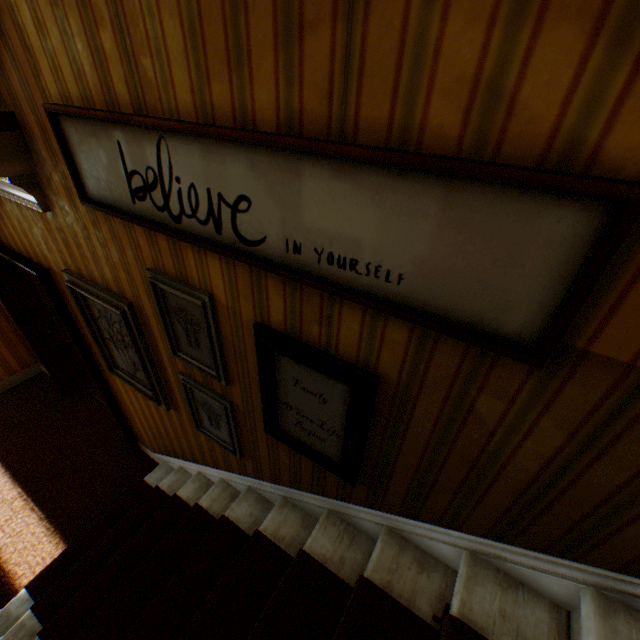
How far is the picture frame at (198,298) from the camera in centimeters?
151cm

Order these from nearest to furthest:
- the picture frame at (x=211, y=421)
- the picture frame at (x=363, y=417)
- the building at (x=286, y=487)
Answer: the building at (x=286, y=487), the picture frame at (x=363, y=417), the picture frame at (x=211, y=421)

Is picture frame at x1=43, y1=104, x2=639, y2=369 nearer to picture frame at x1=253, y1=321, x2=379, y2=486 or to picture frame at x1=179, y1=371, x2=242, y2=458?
picture frame at x1=253, y1=321, x2=379, y2=486

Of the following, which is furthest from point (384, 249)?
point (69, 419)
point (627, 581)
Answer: point (69, 419)

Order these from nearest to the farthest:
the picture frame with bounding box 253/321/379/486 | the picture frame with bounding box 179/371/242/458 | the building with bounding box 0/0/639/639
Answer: the building with bounding box 0/0/639/639
the picture frame with bounding box 253/321/379/486
the picture frame with bounding box 179/371/242/458

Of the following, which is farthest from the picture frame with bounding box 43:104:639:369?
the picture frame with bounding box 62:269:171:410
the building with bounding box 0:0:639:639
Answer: the picture frame with bounding box 62:269:171:410

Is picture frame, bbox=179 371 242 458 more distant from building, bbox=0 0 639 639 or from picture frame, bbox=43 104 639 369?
picture frame, bbox=43 104 639 369

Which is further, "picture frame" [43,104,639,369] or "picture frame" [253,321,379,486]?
"picture frame" [253,321,379,486]
